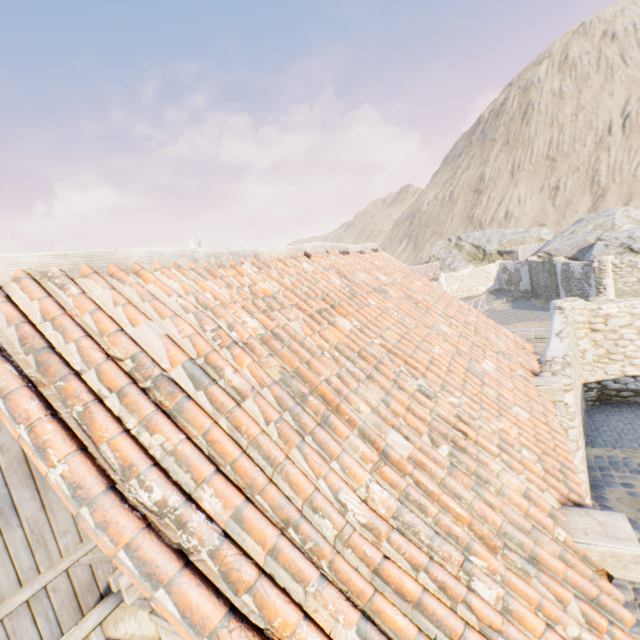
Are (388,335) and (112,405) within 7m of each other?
yes

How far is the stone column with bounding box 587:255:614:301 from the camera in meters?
17.1 m

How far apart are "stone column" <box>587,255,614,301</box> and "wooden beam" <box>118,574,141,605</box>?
21.9 meters

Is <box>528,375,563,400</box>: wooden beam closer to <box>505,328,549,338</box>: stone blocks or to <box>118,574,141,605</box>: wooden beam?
<box>505,328,549,338</box>: stone blocks

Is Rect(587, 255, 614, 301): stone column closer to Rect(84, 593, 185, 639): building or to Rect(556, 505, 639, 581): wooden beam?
Rect(84, 593, 185, 639): building

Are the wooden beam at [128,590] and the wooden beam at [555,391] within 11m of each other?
yes

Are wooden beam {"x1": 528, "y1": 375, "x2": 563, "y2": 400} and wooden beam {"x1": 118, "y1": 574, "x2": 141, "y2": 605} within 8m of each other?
yes

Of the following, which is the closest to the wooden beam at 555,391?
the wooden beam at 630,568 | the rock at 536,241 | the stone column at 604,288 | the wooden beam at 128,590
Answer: the wooden beam at 630,568
